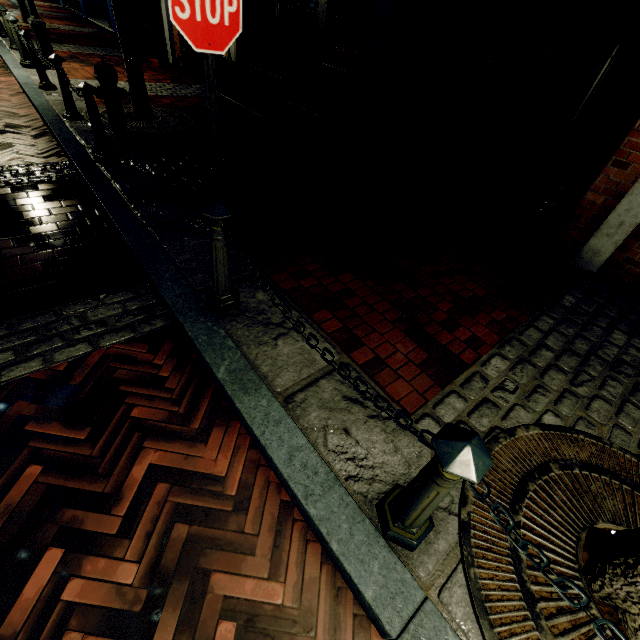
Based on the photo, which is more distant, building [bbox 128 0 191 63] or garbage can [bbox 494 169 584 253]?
building [bbox 128 0 191 63]

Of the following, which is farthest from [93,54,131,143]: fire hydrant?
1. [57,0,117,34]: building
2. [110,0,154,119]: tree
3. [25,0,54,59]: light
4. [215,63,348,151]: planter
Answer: [25,0,54,59]: light

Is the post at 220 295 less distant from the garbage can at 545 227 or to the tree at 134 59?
the tree at 134 59

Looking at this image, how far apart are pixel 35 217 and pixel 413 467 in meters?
4.4

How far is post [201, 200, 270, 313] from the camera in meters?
2.1 m

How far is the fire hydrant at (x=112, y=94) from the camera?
4.26m

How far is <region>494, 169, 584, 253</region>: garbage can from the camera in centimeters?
364cm

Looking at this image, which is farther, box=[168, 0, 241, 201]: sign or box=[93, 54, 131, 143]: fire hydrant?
box=[93, 54, 131, 143]: fire hydrant
